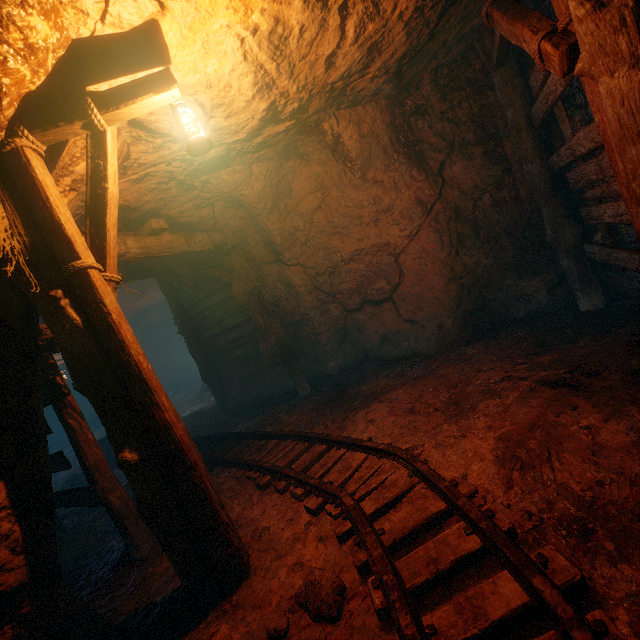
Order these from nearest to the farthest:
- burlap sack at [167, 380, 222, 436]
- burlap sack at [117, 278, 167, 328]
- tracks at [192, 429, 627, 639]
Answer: tracks at [192, 429, 627, 639] < burlap sack at [167, 380, 222, 436] < burlap sack at [117, 278, 167, 328]

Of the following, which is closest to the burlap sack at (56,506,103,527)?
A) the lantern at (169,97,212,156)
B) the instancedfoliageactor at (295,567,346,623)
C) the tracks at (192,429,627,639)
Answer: the tracks at (192,429,627,639)

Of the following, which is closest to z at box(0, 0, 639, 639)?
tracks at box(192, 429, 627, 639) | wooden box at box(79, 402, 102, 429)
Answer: tracks at box(192, 429, 627, 639)

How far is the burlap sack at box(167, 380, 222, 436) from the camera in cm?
868

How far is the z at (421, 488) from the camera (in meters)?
2.78

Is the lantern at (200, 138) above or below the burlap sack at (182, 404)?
above

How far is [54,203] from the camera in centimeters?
253cm
